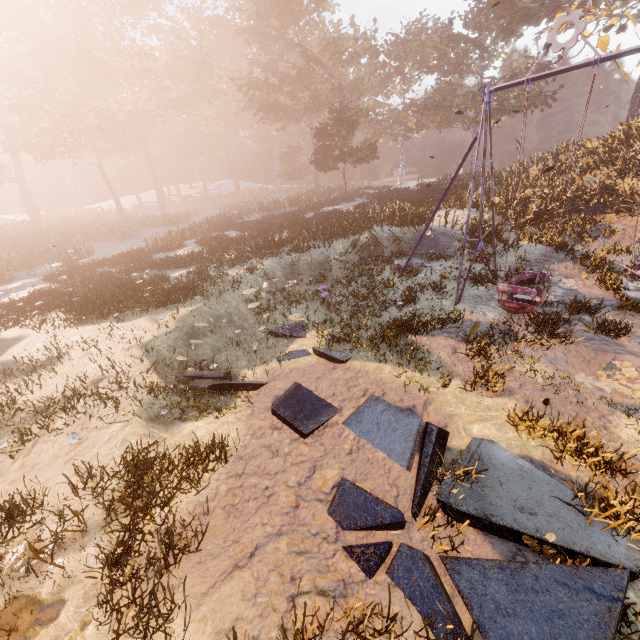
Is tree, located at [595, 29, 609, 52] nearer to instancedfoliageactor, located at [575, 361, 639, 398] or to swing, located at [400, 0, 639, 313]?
swing, located at [400, 0, 639, 313]

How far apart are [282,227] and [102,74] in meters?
36.0

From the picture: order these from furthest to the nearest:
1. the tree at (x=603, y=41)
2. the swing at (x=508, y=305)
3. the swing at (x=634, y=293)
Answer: the tree at (x=603, y=41) → the swing at (x=634, y=293) → the swing at (x=508, y=305)

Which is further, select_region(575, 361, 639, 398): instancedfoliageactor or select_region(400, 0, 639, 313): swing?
select_region(400, 0, 639, 313): swing

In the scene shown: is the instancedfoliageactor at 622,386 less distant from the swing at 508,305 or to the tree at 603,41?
the swing at 508,305

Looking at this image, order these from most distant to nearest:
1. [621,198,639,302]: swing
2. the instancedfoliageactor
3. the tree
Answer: the tree < [621,198,639,302]: swing < the instancedfoliageactor
